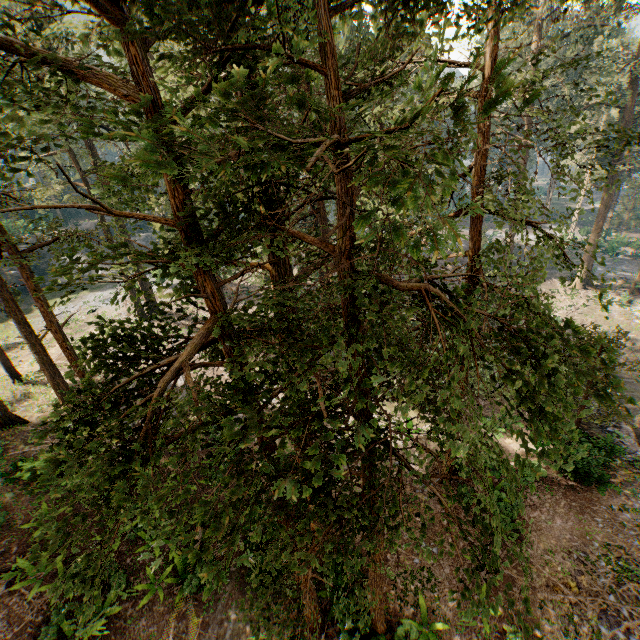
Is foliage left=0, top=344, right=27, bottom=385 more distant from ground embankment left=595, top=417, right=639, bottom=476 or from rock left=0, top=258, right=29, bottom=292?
rock left=0, top=258, right=29, bottom=292

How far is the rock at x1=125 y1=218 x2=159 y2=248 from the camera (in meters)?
51.42

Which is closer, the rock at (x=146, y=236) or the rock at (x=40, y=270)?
the rock at (x=40, y=270)

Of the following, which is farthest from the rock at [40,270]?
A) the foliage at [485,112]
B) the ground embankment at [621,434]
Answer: the ground embankment at [621,434]

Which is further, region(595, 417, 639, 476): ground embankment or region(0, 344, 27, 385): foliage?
region(0, 344, 27, 385): foliage

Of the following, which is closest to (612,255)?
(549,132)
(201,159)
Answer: (549,132)

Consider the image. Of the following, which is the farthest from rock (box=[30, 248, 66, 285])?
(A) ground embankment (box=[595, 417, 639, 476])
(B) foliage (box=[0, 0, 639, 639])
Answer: (A) ground embankment (box=[595, 417, 639, 476])

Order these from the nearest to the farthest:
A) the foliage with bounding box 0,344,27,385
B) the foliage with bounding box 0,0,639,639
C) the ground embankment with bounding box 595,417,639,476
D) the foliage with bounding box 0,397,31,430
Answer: the foliage with bounding box 0,0,639,639, the ground embankment with bounding box 595,417,639,476, the foliage with bounding box 0,397,31,430, the foliage with bounding box 0,344,27,385
